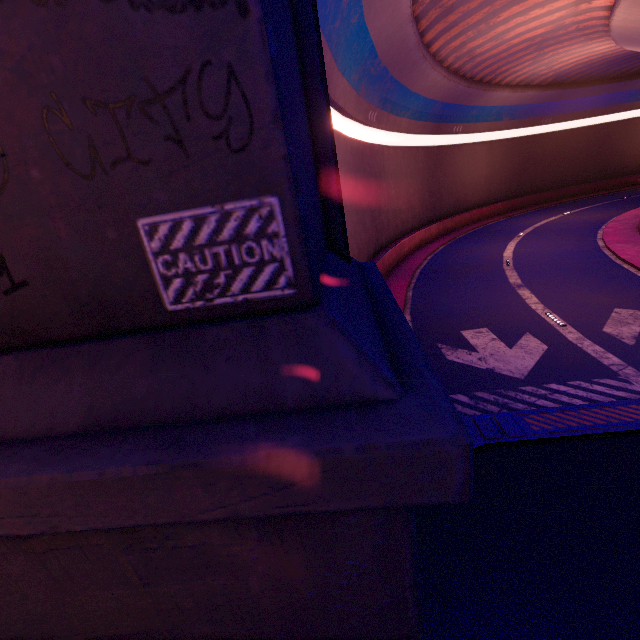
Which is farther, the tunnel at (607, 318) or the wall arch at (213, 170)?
the tunnel at (607, 318)

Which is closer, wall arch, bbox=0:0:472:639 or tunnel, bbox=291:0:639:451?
wall arch, bbox=0:0:472:639

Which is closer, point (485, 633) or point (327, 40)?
point (485, 633)
